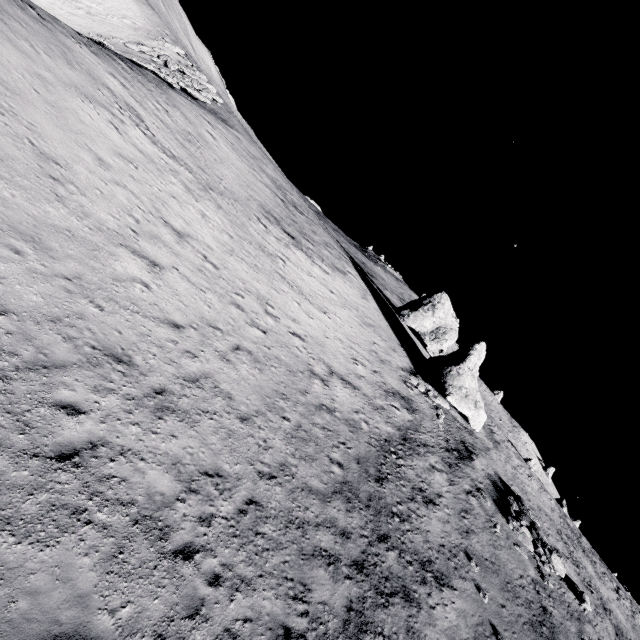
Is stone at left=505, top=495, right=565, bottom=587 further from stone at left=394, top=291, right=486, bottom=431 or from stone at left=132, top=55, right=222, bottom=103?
stone at left=132, top=55, right=222, bottom=103

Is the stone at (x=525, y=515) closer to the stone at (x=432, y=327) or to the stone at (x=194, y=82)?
the stone at (x=432, y=327)

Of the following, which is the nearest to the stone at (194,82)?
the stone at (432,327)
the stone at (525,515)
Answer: the stone at (432,327)

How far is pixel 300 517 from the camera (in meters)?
10.16

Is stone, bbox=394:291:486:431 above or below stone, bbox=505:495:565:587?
above

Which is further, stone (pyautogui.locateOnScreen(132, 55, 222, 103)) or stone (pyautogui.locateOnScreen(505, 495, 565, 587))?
stone (pyautogui.locateOnScreen(132, 55, 222, 103))

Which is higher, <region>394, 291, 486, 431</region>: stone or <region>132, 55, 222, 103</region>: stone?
<region>394, 291, 486, 431</region>: stone

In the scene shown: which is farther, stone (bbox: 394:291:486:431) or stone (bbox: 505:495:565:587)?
stone (bbox: 394:291:486:431)
